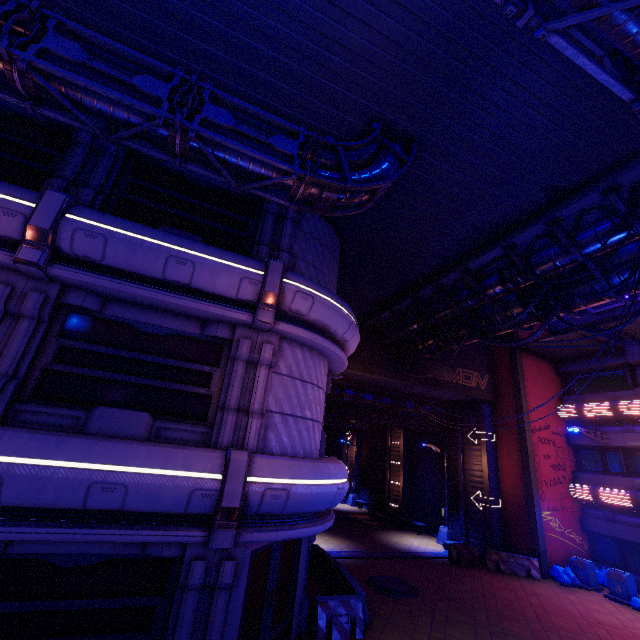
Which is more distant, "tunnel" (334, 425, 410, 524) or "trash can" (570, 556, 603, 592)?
"tunnel" (334, 425, 410, 524)

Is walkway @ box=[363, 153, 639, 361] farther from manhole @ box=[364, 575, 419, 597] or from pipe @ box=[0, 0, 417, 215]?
manhole @ box=[364, 575, 419, 597]

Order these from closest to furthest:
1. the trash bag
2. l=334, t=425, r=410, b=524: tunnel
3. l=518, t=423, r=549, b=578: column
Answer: the trash bag
l=518, t=423, r=549, b=578: column
l=334, t=425, r=410, b=524: tunnel

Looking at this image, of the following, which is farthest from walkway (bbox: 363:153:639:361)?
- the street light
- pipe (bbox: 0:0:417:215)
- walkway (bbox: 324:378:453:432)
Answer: the street light

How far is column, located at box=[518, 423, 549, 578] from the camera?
17.1 meters

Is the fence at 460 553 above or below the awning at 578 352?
below

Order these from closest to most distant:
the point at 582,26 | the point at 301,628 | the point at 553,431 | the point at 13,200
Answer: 1. the point at 582,26
2. the point at 13,200
3. the point at 301,628
4. the point at 553,431

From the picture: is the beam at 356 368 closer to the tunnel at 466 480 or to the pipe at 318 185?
the tunnel at 466 480
